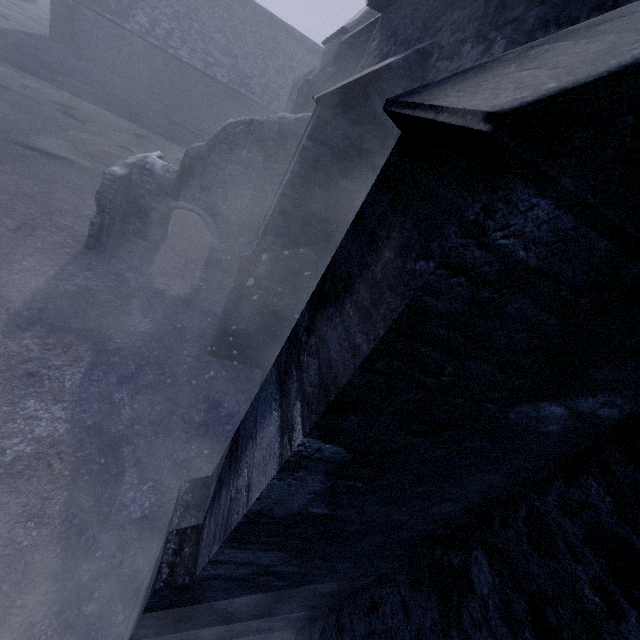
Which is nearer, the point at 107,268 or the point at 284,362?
the point at 284,362
